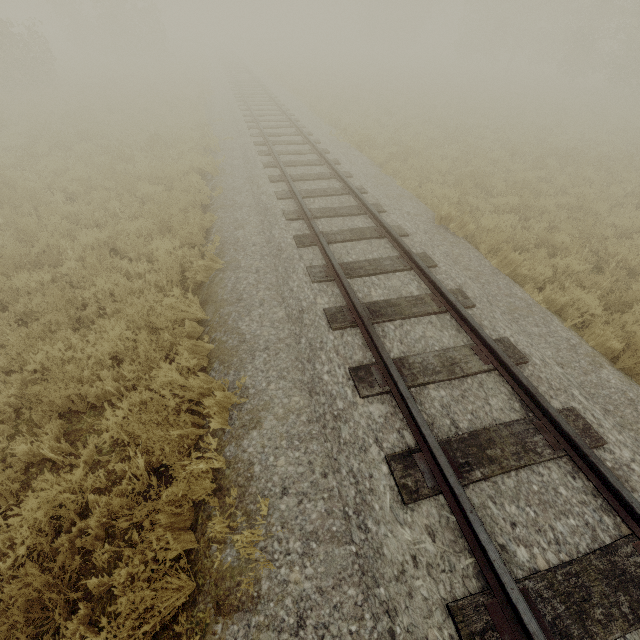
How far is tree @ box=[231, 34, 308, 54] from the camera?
48.3m

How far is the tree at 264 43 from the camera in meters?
48.3 m

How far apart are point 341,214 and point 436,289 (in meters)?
3.28
